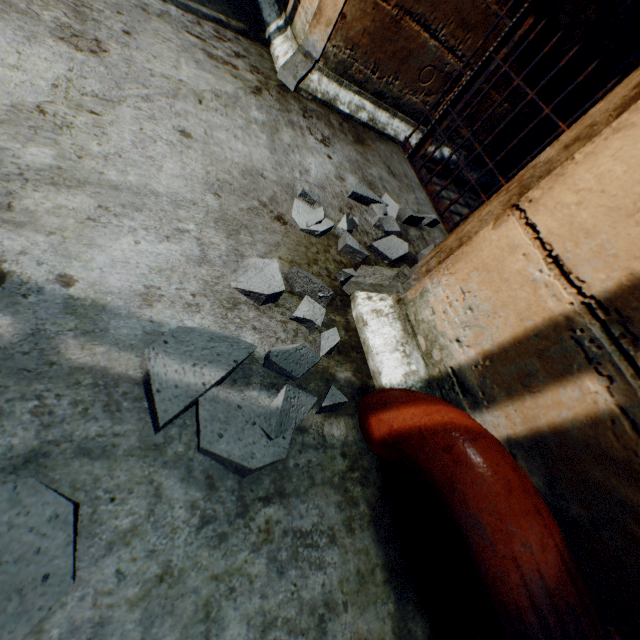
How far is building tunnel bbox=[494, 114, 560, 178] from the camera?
3.0m

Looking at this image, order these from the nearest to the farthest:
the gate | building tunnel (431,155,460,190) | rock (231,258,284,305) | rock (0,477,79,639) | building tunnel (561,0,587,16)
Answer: rock (0,477,79,639)
rock (231,258,284,305)
the gate
building tunnel (561,0,587,16)
building tunnel (431,155,460,190)

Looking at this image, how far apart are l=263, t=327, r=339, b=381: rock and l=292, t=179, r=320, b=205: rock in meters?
0.3 m

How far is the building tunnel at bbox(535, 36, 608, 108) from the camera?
2.4 meters

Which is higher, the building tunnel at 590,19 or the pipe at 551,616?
the building tunnel at 590,19

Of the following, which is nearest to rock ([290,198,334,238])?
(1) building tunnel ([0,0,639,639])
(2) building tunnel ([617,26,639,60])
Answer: (1) building tunnel ([0,0,639,639])

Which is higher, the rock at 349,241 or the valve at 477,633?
the valve at 477,633

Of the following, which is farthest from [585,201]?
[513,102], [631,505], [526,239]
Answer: [513,102]
